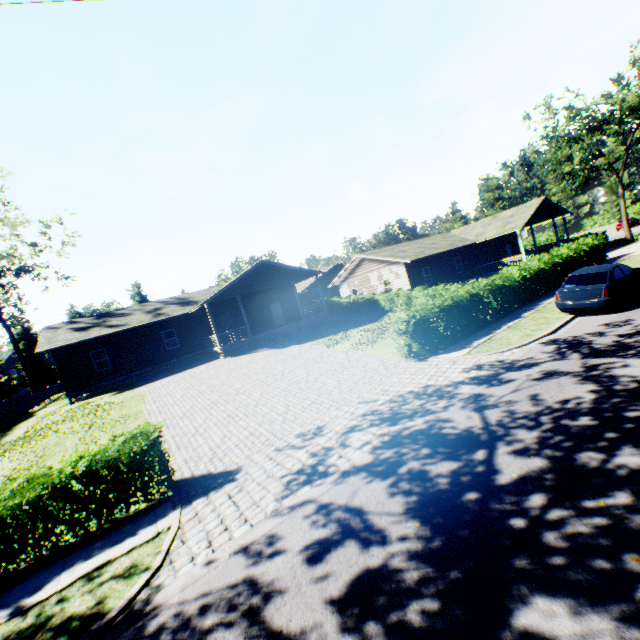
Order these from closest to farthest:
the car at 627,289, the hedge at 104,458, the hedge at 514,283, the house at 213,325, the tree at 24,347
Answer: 1. the hedge at 104,458
2. the car at 627,289
3. the hedge at 514,283
4. the house at 213,325
5. the tree at 24,347

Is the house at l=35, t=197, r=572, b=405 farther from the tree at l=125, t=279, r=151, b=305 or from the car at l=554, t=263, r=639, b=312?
the car at l=554, t=263, r=639, b=312

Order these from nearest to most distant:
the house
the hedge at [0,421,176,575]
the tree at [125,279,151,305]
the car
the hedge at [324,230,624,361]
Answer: the hedge at [0,421,176,575]
the car
the hedge at [324,230,624,361]
the house
the tree at [125,279,151,305]

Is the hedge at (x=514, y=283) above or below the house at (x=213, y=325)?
below

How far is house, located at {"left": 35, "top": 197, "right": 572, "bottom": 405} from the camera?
23.97m

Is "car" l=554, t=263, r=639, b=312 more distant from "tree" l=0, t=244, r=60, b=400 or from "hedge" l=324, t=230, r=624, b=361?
"tree" l=0, t=244, r=60, b=400

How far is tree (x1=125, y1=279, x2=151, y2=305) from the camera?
54.8m

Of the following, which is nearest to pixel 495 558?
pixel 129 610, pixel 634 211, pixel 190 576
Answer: pixel 190 576
